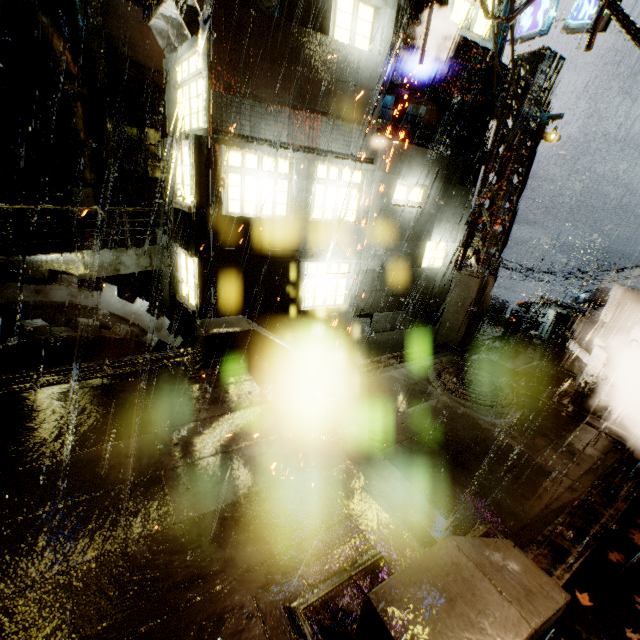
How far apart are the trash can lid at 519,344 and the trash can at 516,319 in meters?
0.0 m

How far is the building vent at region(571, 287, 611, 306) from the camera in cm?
2466

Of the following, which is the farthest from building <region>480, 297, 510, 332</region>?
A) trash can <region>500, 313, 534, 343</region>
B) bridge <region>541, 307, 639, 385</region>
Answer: trash can <region>500, 313, 534, 343</region>

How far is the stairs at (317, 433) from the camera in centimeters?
407cm

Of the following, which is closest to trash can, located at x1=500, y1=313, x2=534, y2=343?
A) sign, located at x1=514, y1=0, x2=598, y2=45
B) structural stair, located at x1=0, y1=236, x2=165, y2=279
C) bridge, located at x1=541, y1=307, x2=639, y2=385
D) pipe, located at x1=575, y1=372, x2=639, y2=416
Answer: bridge, located at x1=541, y1=307, x2=639, y2=385

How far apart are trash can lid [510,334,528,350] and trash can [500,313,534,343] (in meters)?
0.03

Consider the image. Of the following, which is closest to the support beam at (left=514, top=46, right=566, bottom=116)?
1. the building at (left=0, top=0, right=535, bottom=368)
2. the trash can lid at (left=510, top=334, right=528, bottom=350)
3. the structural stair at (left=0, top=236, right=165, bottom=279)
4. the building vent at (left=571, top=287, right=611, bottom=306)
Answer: the building at (left=0, top=0, right=535, bottom=368)

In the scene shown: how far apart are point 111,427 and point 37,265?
6.60m
